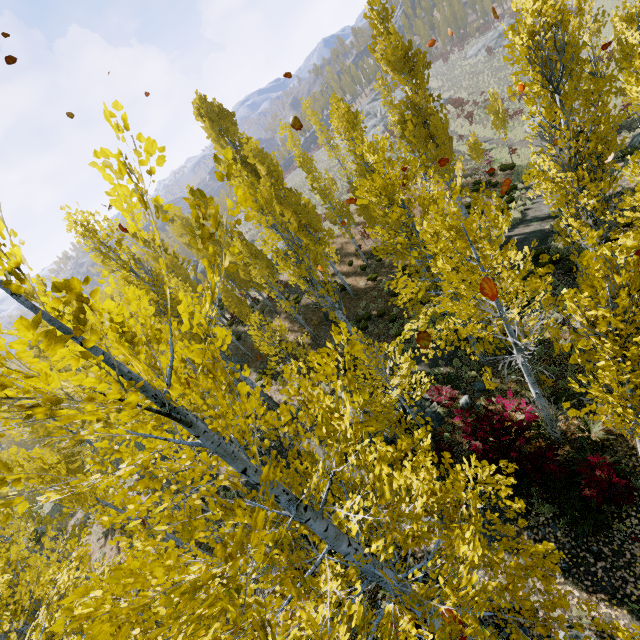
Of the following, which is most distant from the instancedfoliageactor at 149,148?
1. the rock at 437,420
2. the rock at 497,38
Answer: the rock at 497,38

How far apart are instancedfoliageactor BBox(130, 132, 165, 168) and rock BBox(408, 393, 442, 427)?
11.89m

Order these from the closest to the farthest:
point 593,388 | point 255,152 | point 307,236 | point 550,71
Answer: point 593,388 < point 550,71 < point 255,152 < point 307,236

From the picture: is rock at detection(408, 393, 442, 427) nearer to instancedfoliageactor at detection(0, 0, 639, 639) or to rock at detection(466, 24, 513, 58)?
instancedfoliageactor at detection(0, 0, 639, 639)

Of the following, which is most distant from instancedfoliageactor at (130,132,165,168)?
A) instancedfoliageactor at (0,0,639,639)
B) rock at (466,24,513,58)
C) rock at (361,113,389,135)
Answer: rock at (466,24,513,58)

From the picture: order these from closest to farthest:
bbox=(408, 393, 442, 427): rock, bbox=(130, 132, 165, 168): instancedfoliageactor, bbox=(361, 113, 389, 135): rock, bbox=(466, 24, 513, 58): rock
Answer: bbox=(130, 132, 165, 168): instancedfoliageactor → bbox=(408, 393, 442, 427): rock → bbox=(361, 113, 389, 135): rock → bbox=(466, 24, 513, 58): rock

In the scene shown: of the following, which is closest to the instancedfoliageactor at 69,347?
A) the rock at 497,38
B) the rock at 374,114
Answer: the rock at 497,38

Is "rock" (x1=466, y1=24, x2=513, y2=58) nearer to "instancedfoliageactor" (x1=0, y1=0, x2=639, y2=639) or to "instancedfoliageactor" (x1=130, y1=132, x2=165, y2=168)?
"instancedfoliageactor" (x1=0, y1=0, x2=639, y2=639)
